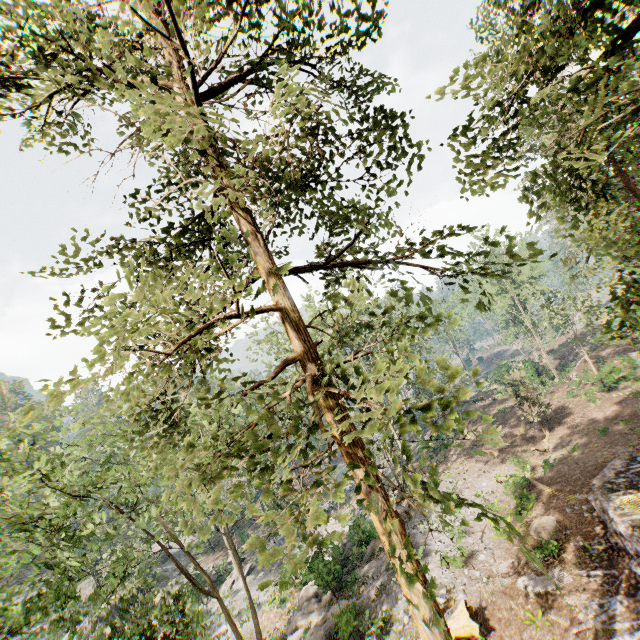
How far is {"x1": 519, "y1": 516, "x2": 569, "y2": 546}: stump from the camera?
16.0 meters

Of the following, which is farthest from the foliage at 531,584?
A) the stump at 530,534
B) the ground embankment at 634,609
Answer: the stump at 530,534

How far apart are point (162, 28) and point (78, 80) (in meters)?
2.89

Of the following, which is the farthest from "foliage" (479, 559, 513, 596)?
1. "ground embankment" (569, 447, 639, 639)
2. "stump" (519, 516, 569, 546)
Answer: "stump" (519, 516, 569, 546)

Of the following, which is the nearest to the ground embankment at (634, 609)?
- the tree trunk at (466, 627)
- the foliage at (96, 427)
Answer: the foliage at (96, 427)

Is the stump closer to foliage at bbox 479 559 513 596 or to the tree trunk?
foliage at bbox 479 559 513 596

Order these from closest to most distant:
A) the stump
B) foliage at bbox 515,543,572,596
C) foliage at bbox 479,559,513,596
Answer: foliage at bbox 515,543,572,596 → foliage at bbox 479,559,513,596 → the stump
